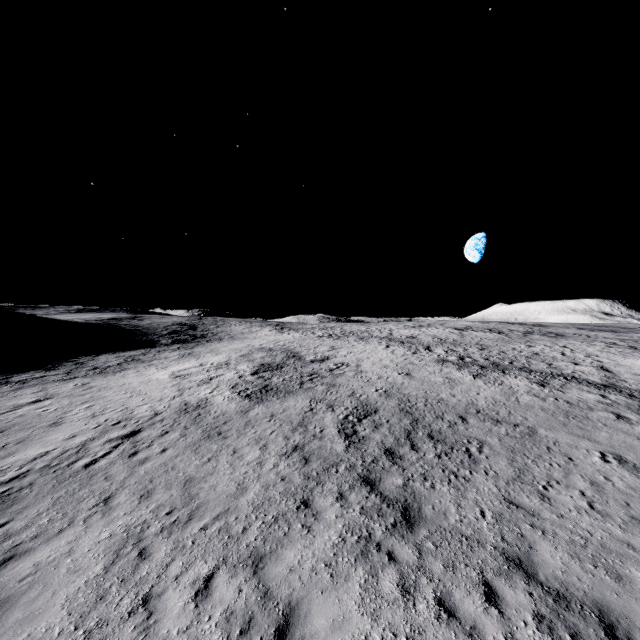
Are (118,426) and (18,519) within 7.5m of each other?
yes
